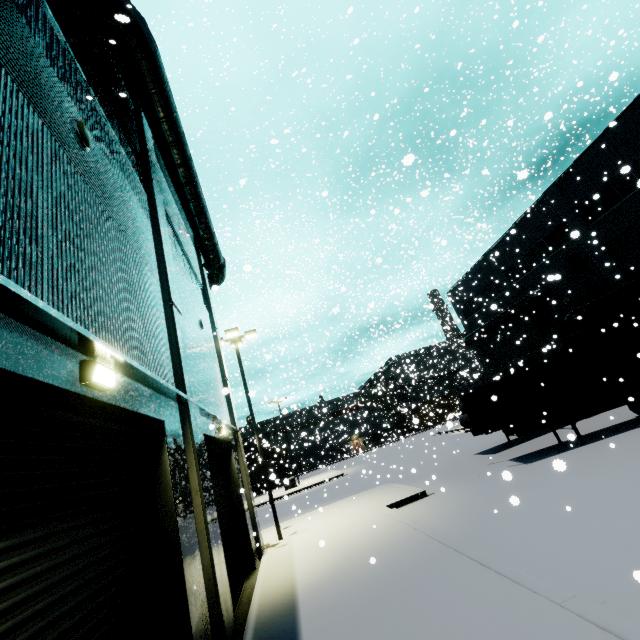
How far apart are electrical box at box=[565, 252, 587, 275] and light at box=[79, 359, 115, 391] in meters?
28.4

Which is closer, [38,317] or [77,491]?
[38,317]

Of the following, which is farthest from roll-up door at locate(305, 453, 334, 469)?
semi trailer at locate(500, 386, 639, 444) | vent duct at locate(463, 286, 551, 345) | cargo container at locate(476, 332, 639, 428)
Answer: cargo container at locate(476, 332, 639, 428)

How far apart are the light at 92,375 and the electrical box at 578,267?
28.37m

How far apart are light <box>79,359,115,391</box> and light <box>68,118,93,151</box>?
3.73m

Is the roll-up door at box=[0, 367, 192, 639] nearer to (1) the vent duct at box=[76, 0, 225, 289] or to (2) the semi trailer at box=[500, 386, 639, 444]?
(2) the semi trailer at box=[500, 386, 639, 444]

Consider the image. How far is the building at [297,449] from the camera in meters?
53.6 m

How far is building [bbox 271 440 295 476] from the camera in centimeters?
5772cm
